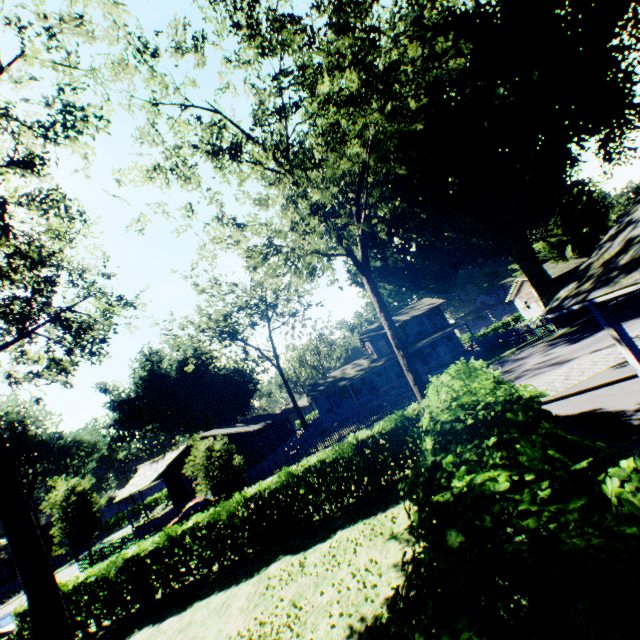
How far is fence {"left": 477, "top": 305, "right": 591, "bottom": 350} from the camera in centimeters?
2861cm

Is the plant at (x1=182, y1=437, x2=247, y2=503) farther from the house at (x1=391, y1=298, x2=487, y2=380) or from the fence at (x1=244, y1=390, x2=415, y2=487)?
the fence at (x1=244, y1=390, x2=415, y2=487)

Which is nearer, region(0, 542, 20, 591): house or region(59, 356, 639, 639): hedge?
region(59, 356, 639, 639): hedge

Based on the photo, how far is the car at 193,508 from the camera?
24.5 meters

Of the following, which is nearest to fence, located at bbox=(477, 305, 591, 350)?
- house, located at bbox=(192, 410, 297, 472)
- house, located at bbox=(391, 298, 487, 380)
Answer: house, located at bbox=(391, 298, 487, 380)

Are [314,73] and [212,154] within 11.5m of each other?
yes

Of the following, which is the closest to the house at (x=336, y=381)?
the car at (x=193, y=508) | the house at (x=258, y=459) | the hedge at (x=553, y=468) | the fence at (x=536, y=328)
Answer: the fence at (x=536, y=328)

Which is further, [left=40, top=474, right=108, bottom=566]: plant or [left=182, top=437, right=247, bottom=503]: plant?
[left=40, top=474, right=108, bottom=566]: plant
